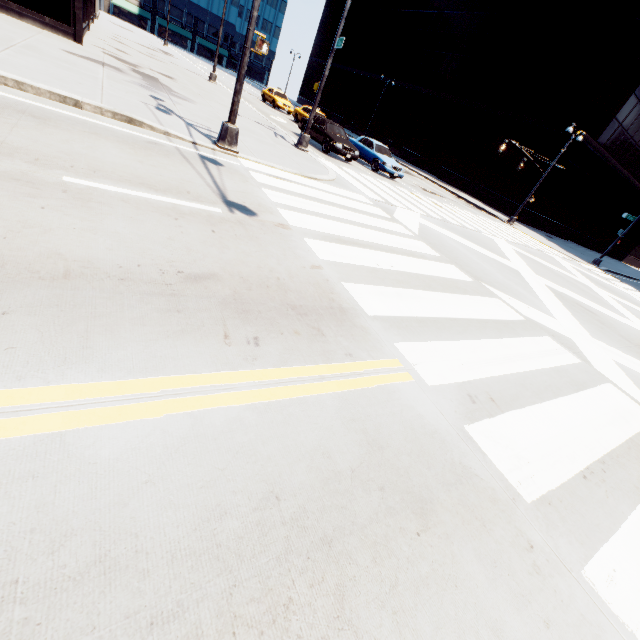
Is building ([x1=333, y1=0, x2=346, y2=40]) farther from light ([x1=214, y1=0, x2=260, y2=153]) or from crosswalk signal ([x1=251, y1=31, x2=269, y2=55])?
crosswalk signal ([x1=251, y1=31, x2=269, y2=55])

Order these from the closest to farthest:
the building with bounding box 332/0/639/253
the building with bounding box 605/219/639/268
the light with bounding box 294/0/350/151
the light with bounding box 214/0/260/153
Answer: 1. the light with bounding box 214/0/260/153
2. the light with bounding box 294/0/350/151
3. the building with bounding box 332/0/639/253
4. the building with bounding box 605/219/639/268

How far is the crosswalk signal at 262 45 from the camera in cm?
779

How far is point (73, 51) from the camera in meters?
11.6

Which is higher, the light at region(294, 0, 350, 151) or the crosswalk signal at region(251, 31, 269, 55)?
the crosswalk signal at region(251, 31, 269, 55)

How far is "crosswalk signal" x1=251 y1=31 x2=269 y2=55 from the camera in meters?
7.8

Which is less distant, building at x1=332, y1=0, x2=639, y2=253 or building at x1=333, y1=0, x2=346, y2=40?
building at x1=332, y1=0, x2=639, y2=253

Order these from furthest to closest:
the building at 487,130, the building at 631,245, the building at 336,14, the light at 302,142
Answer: the building at 336,14, the building at 631,245, the building at 487,130, the light at 302,142
